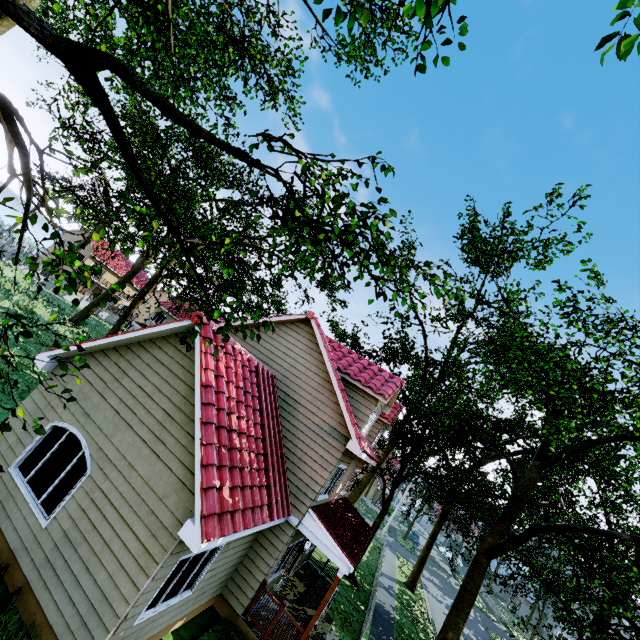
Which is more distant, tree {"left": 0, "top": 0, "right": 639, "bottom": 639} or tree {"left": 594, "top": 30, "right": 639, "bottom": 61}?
tree {"left": 0, "top": 0, "right": 639, "bottom": 639}

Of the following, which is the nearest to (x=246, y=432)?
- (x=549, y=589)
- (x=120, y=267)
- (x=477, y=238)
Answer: (x=477, y=238)

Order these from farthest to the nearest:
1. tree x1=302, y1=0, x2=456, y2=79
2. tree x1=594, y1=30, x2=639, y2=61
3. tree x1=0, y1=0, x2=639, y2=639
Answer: tree x1=0, y1=0, x2=639, y2=639
tree x1=302, y1=0, x2=456, y2=79
tree x1=594, y1=30, x2=639, y2=61

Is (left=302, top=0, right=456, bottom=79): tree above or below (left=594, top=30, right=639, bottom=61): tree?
above

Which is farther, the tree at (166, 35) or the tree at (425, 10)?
the tree at (166, 35)
